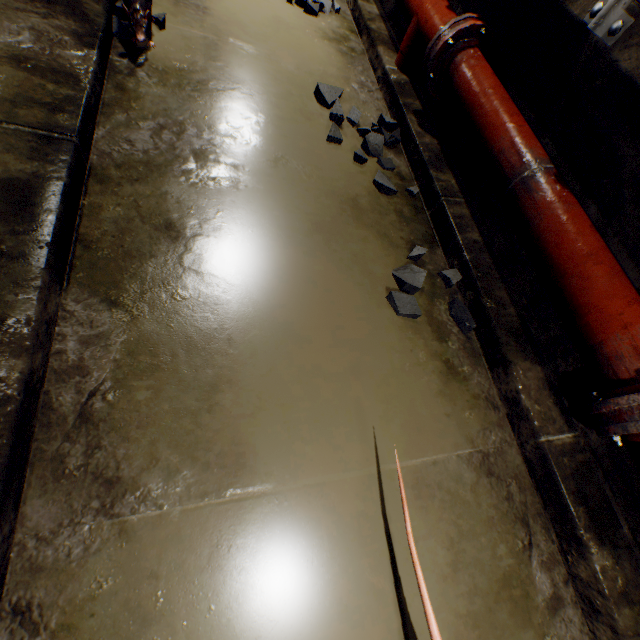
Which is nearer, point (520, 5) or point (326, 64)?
point (520, 5)

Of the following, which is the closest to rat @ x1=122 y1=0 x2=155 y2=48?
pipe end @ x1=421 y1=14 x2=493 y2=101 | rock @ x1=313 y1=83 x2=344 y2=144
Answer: rock @ x1=313 y1=83 x2=344 y2=144

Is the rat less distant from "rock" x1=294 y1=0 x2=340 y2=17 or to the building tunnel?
the building tunnel

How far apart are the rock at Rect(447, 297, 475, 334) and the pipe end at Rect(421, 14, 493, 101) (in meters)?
1.38

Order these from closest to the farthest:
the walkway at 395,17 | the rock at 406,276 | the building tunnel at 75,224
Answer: the building tunnel at 75,224 → the rock at 406,276 → the walkway at 395,17

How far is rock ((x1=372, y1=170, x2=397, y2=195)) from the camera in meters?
1.8

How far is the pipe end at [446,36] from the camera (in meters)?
1.69
